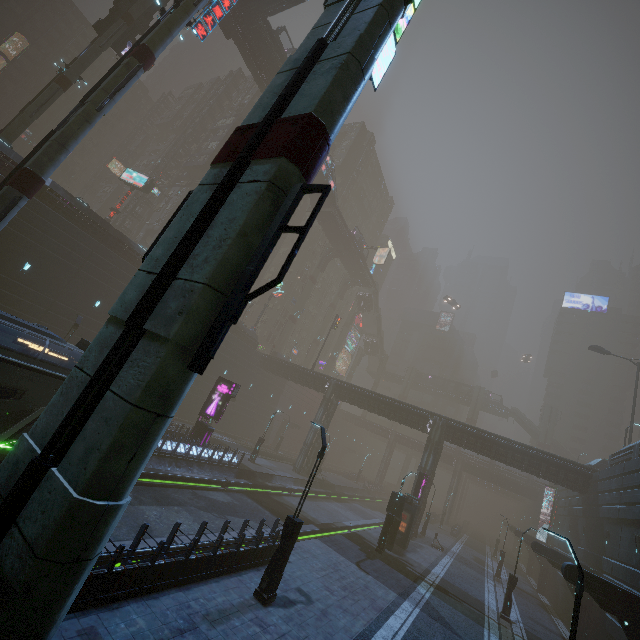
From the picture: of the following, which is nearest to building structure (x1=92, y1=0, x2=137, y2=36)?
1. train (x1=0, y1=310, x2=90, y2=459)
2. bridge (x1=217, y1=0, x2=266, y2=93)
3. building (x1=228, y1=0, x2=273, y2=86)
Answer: bridge (x1=217, y1=0, x2=266, y2=93)

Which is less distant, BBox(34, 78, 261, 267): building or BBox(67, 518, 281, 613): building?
BBox(67, 518, 281, 613): building

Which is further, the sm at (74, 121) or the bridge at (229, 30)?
the bridge at (229, 30)

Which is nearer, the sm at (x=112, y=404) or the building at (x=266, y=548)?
the sm at (x=112, y=404)

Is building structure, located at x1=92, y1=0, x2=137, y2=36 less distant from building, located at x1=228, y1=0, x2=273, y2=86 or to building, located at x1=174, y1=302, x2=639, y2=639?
building, located at x1=228, y1=0, x2=273, y2=86

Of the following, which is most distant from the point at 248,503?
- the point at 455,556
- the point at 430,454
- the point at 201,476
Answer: the point at 455,556

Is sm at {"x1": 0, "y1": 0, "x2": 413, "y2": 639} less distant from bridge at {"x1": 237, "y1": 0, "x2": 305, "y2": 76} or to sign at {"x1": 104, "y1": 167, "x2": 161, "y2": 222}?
bridge at {"x1": 237, "y1": 0, "x2": 305, "y2": 76}

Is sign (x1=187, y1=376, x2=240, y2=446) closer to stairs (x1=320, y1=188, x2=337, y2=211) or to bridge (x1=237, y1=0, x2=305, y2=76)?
stairs (x1=320, y1=188, x2=337, y2=211)
